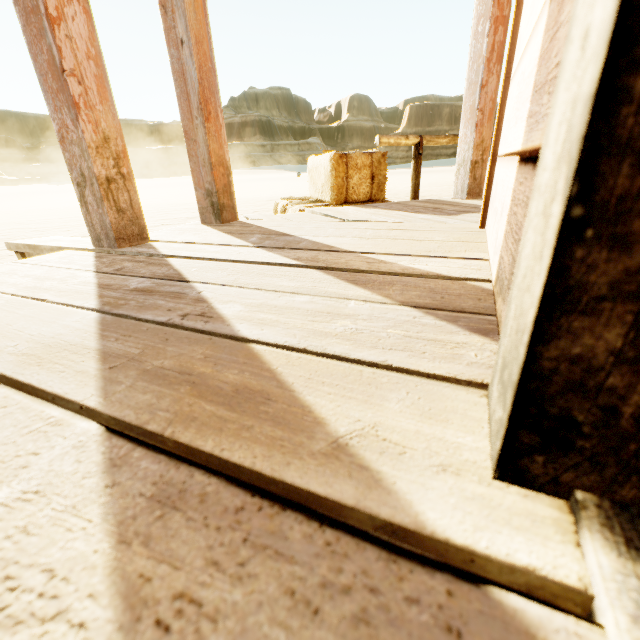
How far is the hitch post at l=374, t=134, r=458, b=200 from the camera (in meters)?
3.54

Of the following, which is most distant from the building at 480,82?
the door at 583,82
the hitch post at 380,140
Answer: the hitch post at 380,140

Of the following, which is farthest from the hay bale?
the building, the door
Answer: the door

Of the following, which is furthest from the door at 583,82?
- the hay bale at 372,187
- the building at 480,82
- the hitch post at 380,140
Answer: the hitch post at 380,140

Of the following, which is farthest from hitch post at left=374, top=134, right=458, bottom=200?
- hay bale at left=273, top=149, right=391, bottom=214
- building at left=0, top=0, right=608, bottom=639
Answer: building at left=0, top=0, right=608, bottom=639

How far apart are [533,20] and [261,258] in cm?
97

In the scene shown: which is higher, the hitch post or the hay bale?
the hitch post

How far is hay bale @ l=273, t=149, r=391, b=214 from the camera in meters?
2.7 m
